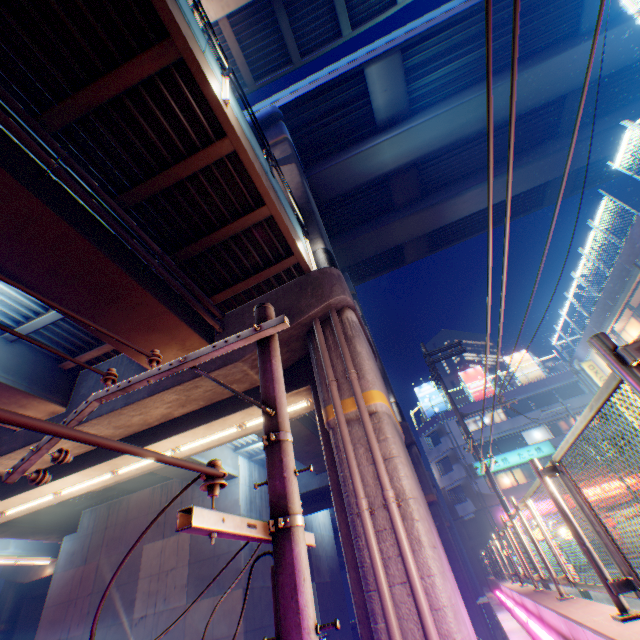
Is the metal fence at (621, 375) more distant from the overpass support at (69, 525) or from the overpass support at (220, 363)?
the overpass support at (69, 525)

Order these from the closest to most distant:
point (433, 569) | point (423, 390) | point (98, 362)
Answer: point (433, 569) < point (98, 362) < point (423, 390)

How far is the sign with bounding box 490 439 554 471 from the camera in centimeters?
3197cm

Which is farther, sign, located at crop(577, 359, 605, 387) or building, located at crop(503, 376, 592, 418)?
building, located at crop(503, 376, 592, 418)

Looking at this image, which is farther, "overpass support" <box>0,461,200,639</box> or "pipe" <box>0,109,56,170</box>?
"overpass support" <box>0,461,200,639</box>

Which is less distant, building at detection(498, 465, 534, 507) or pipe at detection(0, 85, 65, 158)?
pipe at detection(0, 85, 65, 158)

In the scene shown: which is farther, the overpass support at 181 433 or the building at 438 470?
the building at 438 470

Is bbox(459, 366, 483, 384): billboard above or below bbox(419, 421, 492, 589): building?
above
